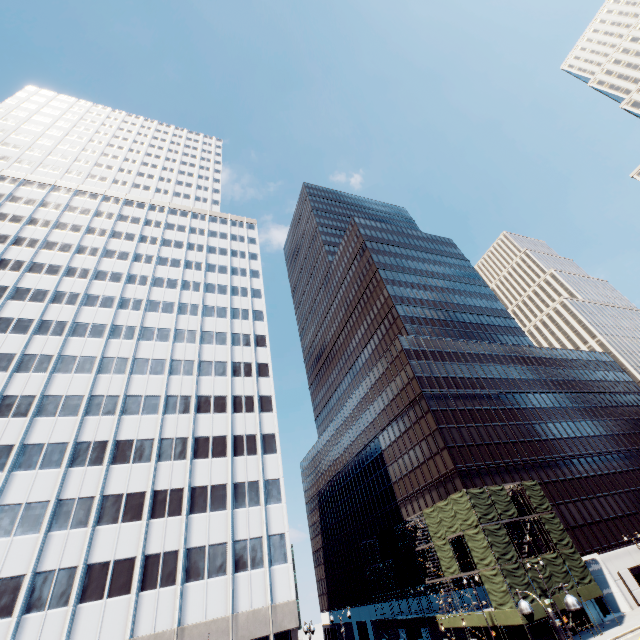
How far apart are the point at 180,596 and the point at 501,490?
39.8 meters

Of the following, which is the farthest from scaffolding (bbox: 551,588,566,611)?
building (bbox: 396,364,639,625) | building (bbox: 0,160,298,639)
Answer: building (bbox: 0,160,298,639)

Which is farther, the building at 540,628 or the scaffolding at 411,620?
the scaffolding at 411,620

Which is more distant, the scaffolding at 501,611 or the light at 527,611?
the scaffolding at 501,611

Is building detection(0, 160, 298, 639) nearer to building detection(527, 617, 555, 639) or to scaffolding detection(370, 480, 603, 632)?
scaffolding detection(370, 480, 603, 632)

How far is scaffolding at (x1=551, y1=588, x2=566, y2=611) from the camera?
35.6 meters

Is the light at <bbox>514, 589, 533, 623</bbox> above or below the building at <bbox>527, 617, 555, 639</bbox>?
above
